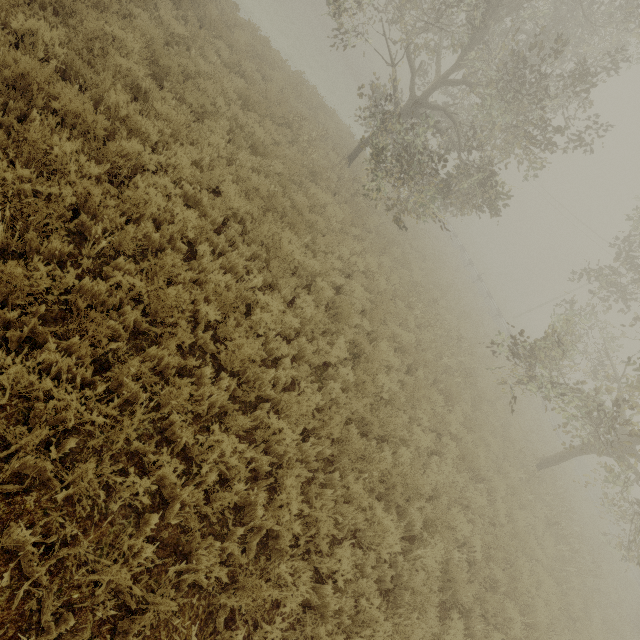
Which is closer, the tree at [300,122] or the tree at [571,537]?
the tree at [571,537]

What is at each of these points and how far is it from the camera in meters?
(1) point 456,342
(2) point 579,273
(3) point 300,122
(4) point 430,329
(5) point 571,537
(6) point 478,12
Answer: (1) tree, 14.1
(2) tree, 13.7
(3) tree, 11.8
(4) tree, 11.7
(5) tree, 11.6
(6) tree, 10.6

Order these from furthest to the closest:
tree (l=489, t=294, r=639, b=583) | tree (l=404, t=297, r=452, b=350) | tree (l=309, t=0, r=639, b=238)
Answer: tree (l=404, t=297, r=452, b=350), tree (l=309, t=0, r=639, b=238), tree (l=489, t=294, r=639, b=583)

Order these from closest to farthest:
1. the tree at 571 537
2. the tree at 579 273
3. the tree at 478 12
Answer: the tree at 571 537 < the tree at 478 12 < the tree at 579 273

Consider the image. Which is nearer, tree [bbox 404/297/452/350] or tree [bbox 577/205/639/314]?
tree [bbox 404/297/452/350]

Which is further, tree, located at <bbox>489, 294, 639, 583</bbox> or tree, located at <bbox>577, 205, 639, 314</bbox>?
tree, located at <bbox>577, 205, 639, 314</bbox>

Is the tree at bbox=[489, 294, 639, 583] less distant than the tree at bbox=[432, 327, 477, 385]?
Yes
